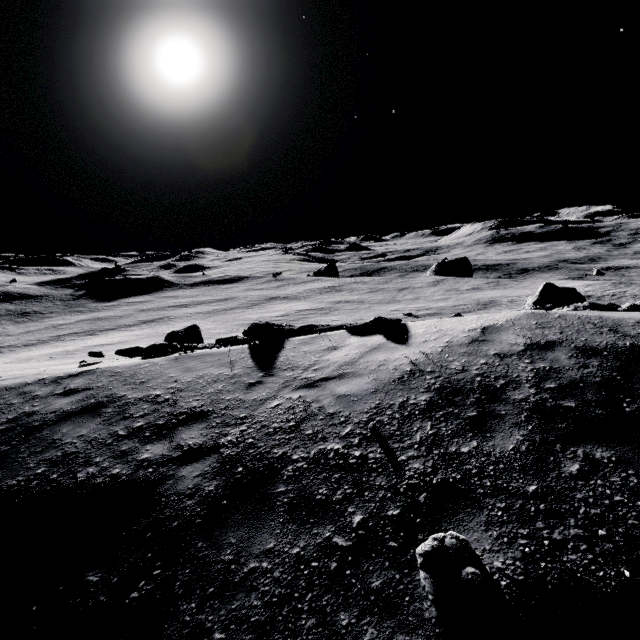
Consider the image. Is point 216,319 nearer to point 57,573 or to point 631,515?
point 57,573

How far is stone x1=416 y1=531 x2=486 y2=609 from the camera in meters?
2.4

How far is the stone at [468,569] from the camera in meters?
2.4 m
